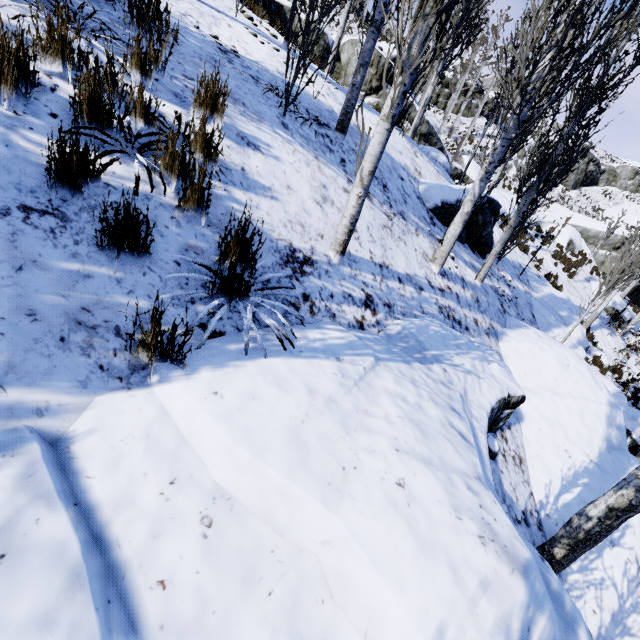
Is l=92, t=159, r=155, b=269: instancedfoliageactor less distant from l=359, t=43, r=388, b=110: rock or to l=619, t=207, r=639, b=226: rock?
l=359, t=43, r=388, b=110: rock

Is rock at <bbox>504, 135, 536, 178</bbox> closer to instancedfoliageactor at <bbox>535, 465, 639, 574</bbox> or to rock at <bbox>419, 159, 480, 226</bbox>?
instancedfoliageactor at <bbox>535, 465, 639, 574</bbox>

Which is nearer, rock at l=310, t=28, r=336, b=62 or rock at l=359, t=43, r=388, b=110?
rock at l=310, t=28, r=336, b=62

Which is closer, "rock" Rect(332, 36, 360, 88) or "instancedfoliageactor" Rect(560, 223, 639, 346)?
"instancedfoliageactor" Rect(560, 223, 639, 346)

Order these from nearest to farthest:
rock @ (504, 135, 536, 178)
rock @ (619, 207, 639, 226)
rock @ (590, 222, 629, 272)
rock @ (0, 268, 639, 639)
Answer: rock @ (0, 268, 639, 639) < rock @ (590, 222, 629, 272) < rock @ (504, 135, 536, 178) < rock @ (619, 207, 639, 226)

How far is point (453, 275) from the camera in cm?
663

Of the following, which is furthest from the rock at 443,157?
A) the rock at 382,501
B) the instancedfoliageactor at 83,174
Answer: the rock at 382,501

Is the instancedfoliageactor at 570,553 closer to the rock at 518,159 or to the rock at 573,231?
the rock at 573,231
